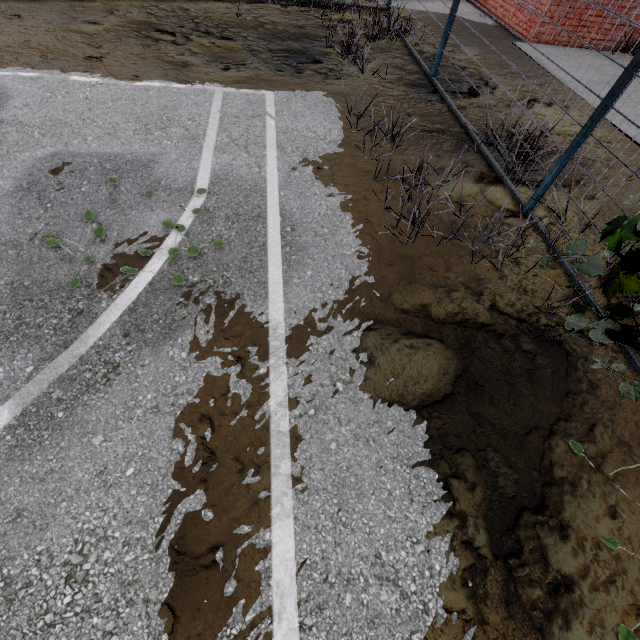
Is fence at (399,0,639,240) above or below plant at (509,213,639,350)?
above

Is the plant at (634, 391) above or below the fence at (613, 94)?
below

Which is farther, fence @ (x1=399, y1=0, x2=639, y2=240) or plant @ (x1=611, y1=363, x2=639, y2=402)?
fence @ (x1=399, y1=0, x2=639, y2=240)

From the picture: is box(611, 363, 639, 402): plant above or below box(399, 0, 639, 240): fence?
below

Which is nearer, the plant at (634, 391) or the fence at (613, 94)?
the plant at (634, 391)

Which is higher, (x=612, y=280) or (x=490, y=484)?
(x=612, y=280)
